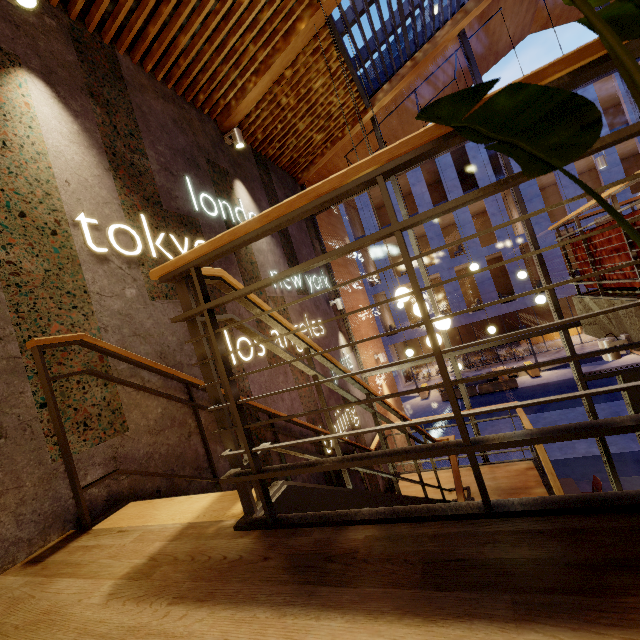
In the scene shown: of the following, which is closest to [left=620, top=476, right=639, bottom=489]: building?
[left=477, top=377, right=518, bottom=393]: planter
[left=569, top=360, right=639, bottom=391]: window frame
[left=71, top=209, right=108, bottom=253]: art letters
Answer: [left=569, top=360, right=639, bottom=391]: window frame

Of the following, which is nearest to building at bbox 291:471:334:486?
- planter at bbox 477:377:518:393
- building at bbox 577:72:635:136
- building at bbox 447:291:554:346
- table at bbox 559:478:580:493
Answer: table at bbox 559:478:580:493

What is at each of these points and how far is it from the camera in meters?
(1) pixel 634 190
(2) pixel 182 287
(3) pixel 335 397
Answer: (1) building, 24.2
(2) stairs, 1.4
(3) building, 5.8

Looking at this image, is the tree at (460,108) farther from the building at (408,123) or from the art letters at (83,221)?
the building at (408,123)

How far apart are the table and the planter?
11.2 meters

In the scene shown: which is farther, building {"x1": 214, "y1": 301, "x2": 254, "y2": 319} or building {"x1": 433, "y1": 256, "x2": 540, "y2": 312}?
building {"x1": 433, "y1": 256, "x2": 540, "y2": 312}

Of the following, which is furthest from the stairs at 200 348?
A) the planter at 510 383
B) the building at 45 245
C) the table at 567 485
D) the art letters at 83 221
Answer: the planter at 510 383

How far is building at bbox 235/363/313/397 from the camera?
3.7 meters
